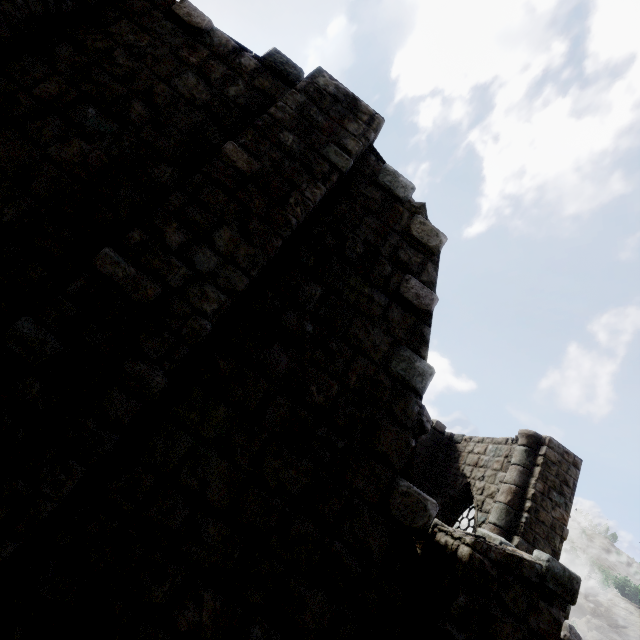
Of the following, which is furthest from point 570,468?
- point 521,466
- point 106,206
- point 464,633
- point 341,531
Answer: point 106,206
